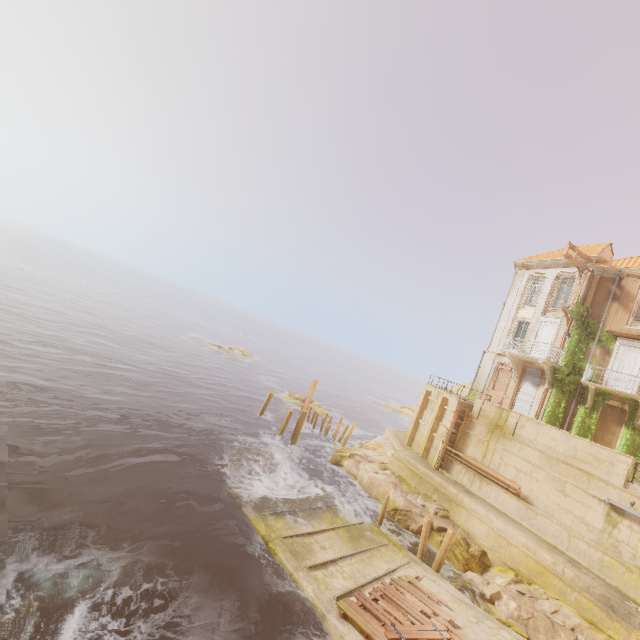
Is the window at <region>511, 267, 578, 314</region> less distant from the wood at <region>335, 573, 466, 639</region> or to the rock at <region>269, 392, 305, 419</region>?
the wood at <region>335, 573, 466, 639</region>

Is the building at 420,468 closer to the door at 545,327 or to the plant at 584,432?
the plant at 584,432

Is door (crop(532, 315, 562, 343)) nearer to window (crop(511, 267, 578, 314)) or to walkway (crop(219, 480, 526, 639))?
window (crop(511, 267, 578, 314))

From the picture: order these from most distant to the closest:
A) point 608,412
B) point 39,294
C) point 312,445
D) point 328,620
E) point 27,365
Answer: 1. point 39,294
2. point 312,445
3. point 27,365
4. point 608,412
5. point 328,620

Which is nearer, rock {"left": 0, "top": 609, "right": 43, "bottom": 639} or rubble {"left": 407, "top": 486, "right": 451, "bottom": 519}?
rock {"left": 0, "top": 609, "right": 43, "bottom": 639}

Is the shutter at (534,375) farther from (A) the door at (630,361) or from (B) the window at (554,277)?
(B) the window at (554,277)

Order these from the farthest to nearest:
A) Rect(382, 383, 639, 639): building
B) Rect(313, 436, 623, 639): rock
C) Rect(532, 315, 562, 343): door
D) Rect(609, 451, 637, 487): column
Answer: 1. Rect(532, 315, 562, 343): door
2. Rect(609, 451, 637, 487): column
3. Rect(382, 383, 639, 639): building
4. Rect(313, 436, 623, 639): rock

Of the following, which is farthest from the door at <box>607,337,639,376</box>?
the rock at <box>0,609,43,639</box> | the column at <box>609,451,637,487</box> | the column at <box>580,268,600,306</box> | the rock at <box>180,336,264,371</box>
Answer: the rock at <box>180,336,264,371</box>
